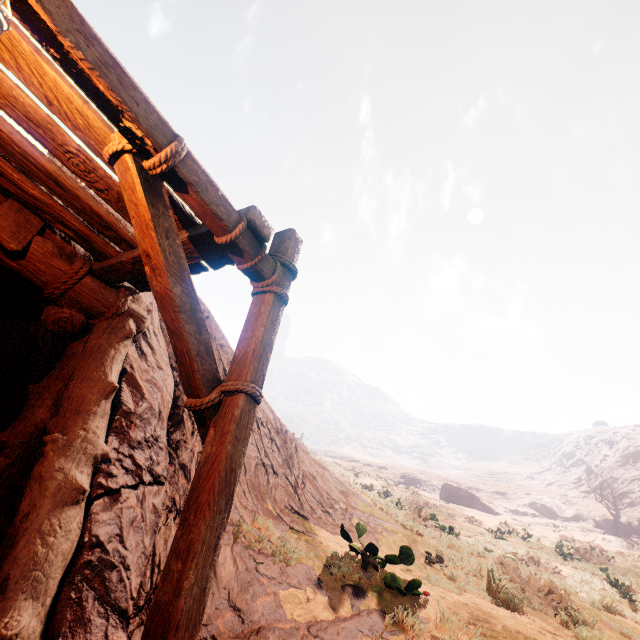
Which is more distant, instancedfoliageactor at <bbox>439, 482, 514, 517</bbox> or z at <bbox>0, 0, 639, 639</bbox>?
instancedfoliageactor at <bbox>439, 482, 514, 517</bbox>

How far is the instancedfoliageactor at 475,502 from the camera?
39.7m

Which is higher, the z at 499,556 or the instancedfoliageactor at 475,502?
the instancedfoliageactor at 475,502

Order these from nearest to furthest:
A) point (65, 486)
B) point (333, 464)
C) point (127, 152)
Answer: point (127, 152), point (65, 486), point (333, 464)

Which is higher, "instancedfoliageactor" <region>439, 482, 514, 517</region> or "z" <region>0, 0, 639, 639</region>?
"instancedfoliageactor" <region>439, 482, 514, 517</region>

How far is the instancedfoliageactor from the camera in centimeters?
3969cm
